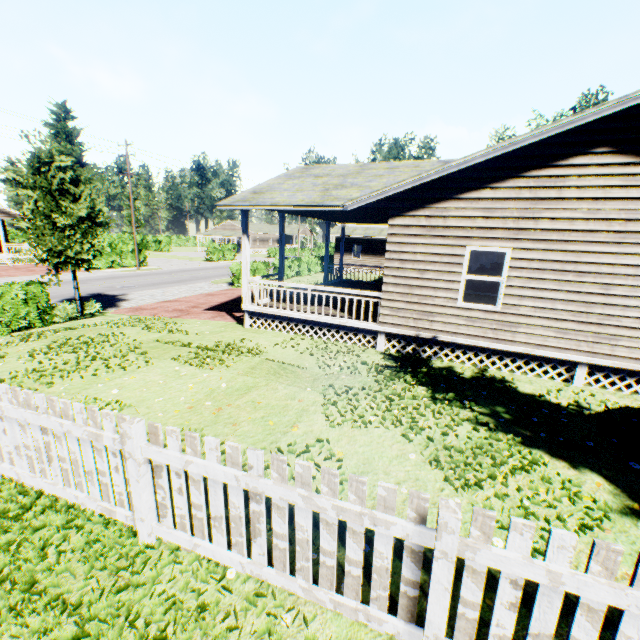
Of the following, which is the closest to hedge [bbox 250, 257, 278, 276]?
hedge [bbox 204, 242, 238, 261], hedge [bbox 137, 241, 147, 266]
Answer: hedge [bbox 137, 241, 147, 266]

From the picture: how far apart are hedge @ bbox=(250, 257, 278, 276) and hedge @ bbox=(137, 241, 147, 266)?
15.6 meters

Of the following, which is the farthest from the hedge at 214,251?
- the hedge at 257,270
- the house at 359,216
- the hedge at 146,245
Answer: the house at 359,216

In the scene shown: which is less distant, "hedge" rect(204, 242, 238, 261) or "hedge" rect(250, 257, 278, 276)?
"hedge" rect(250, 257, 278, 276)

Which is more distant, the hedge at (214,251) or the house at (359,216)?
the hedge at (214,251)

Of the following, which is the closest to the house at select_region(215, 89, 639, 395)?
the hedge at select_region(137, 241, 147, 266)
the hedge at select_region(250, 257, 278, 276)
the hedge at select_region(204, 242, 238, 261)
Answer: the hedge at select_region(250, 257, 278, 276)

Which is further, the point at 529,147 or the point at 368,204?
the point at 368,204
